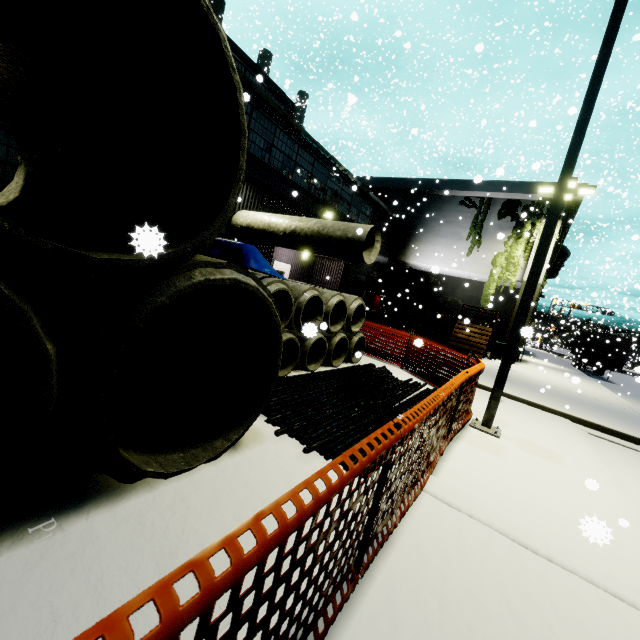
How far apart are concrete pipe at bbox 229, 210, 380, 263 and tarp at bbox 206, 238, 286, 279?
0.78m

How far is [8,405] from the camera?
2.1 meters

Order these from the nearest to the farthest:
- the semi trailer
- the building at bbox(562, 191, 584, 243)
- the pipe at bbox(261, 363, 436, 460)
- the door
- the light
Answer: the pipe at bbox(261, 363, 436, 460) → the light → the door → the building at bbox(562, 191, 584, 243) → the semi trailer

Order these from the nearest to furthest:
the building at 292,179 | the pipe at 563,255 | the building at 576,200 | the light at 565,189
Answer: the light at 565,189, the building at 292,179, the building at 576,200, the pipe at 563,255

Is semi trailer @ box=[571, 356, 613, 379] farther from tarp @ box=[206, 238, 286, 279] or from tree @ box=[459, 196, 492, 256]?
tarp @ box=[206, 238, 286, 279]

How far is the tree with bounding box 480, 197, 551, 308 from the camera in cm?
1909

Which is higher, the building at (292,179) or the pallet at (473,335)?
the building at (292,179)

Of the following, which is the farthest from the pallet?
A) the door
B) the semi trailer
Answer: the semi trailer
